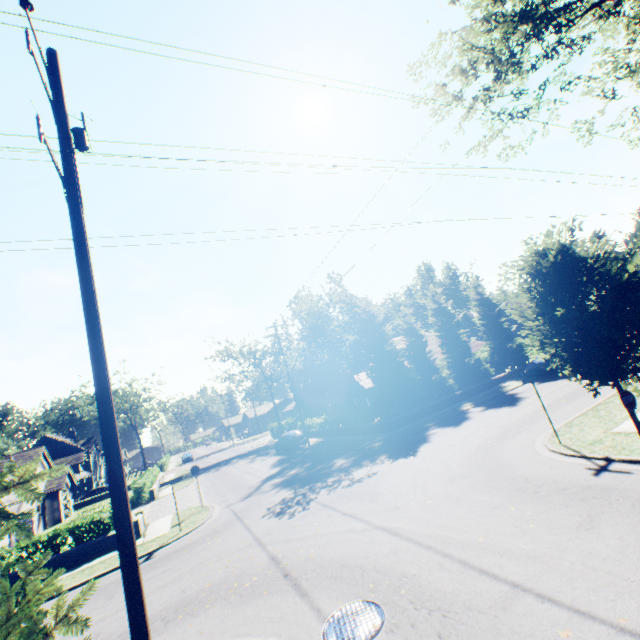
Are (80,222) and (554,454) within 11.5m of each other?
no

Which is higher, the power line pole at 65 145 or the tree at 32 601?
the power line pole at 65 145

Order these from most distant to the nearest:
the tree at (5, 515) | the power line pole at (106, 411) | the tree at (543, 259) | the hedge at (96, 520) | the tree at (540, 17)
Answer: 1. the hedge at (96, 520)
2. the tree at (540, 17)
3. the tree at (543, 259)
4. the power line pole at (106, 411)
5. the tree at (5, 515)

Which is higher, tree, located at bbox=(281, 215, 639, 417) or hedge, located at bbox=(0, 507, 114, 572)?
tree, located at bbox=(281, 215, 639, 417)

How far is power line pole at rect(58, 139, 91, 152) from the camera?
5.7m

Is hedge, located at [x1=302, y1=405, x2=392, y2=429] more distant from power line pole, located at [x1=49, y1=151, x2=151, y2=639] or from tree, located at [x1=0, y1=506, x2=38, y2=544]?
power line pole, located at [x1=49, y1=151, x2=151, y2=639]

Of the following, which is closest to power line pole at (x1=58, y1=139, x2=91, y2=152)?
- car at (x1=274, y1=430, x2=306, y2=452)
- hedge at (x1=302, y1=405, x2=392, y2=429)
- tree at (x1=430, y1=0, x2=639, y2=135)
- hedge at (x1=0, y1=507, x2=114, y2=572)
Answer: tree at (x1=430, y1=0, x2=639, y2=135)
